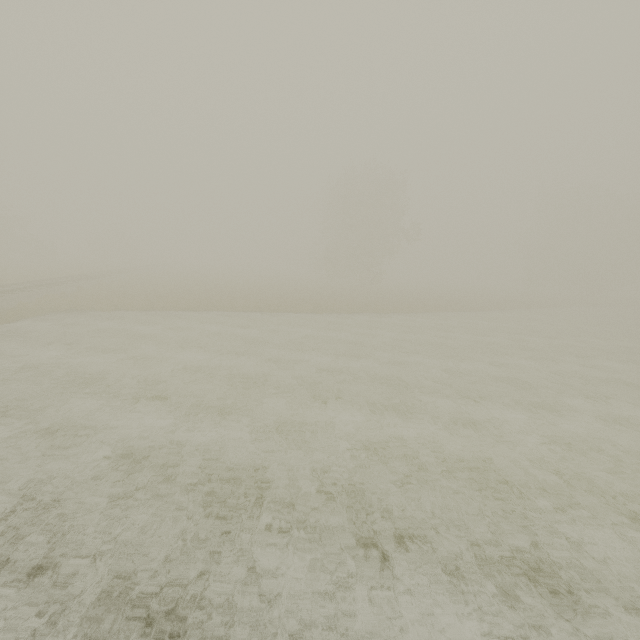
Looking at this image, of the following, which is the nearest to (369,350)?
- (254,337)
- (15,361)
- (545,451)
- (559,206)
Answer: (254,337)
